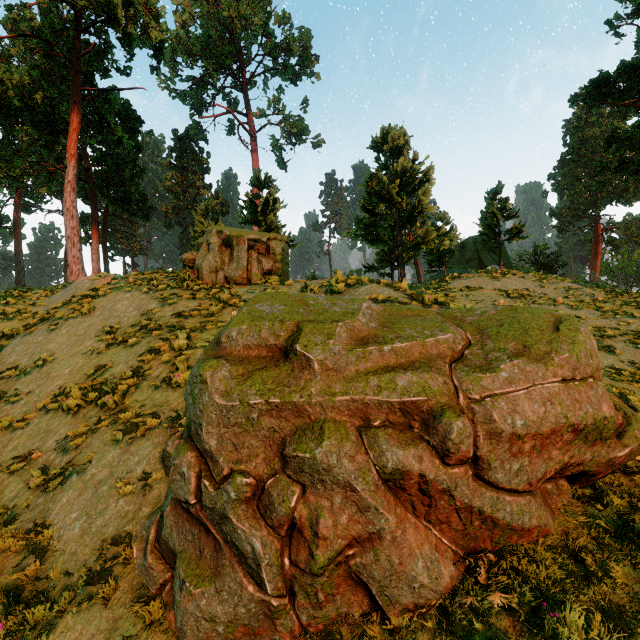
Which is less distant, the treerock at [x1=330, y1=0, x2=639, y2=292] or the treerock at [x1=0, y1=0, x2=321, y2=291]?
the treerock at [x1=0, y1=0, x2=321, y2=291]

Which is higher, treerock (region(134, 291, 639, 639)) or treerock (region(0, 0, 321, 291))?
treerock (region(0, 0, 321, 291))

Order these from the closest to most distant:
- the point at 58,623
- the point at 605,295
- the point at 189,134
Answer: the point at 58,623, the point at 605,295, the point at 189,134

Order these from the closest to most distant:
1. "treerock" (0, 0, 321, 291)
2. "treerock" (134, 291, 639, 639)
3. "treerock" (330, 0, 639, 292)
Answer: "treerock" (134, 291, 639, 639) < "treerock" (0, 0, 321, 291) < "treerock" (330, 0, 639, 292)

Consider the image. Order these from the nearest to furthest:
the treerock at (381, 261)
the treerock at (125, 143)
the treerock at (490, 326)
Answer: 1. the treerock at (490, 326)
2. the treerock at (125, 143)
3. the treerock at (381, 261)

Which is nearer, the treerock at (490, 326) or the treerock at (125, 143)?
the treerock at (490, 326)
